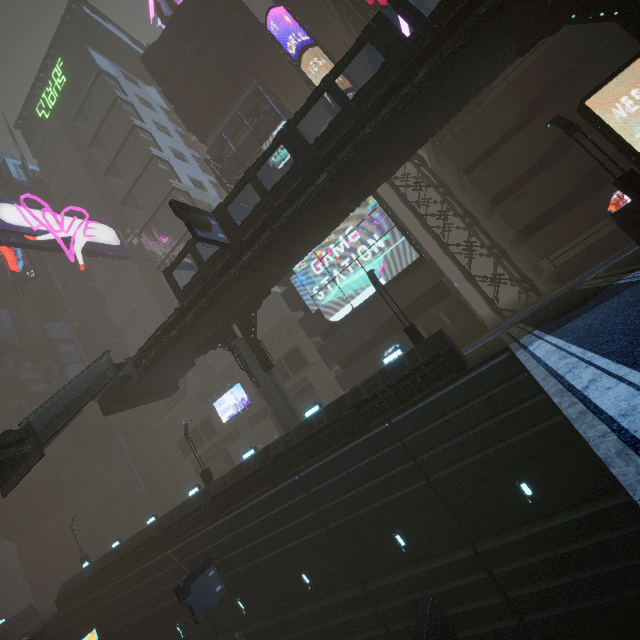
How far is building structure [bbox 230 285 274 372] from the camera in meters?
21.9 m

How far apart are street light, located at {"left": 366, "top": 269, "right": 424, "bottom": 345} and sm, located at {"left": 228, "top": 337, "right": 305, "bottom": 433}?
9.4 meters

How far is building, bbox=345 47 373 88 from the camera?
30.2m

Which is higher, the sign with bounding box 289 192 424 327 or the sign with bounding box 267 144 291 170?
the sign with bounding box 267 144 291 170

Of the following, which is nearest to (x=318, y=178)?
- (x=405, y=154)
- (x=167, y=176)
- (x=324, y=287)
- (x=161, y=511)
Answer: (x=405, y=154)

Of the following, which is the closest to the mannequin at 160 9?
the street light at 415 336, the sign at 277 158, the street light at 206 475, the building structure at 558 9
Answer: the sign at 277 158

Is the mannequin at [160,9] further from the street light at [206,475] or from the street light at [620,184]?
the street light at [206,475]

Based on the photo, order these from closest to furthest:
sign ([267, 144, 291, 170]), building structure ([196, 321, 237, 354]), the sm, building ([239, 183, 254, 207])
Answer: the sm, building structure ([196, 321, 237, 354]), sign ([267, 144, 291, 170]), building ([239, 183, 254, 207])
